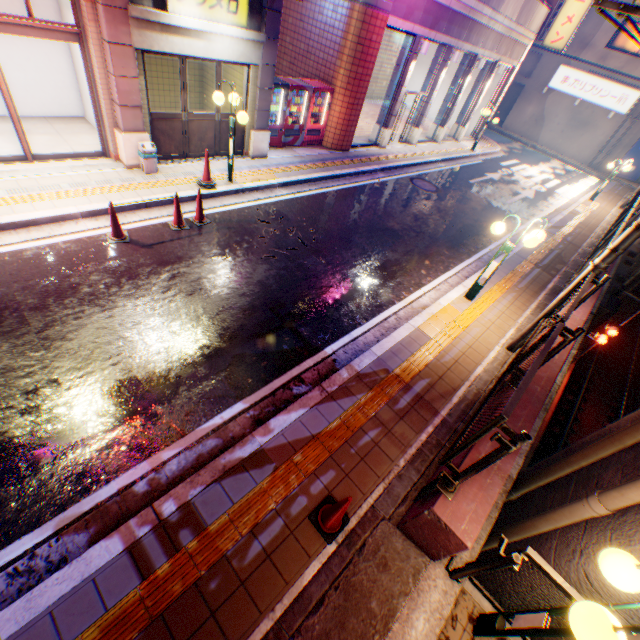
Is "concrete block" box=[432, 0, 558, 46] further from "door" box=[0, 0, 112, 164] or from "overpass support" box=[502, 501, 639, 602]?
"overpass support" box=[502, 501, 639, 602]

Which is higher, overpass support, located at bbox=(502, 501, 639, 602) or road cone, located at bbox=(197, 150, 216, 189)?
overpass support, located at bbox=(502, 501, 639, 602)

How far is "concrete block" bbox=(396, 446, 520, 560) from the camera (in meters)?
3.35

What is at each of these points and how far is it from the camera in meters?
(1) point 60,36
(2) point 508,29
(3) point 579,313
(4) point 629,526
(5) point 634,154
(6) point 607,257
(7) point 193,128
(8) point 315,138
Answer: (1) door, 6.7 m
(2) concrete block, 16.4 m
(3) concrete block, 7.1 m
(4) overpass support, 3.3 m
(5) billboard, 25.1 m
(6) electric pole, 5.4 m
(7) door, 9.3 m
(8) vending machine, 13.2 m

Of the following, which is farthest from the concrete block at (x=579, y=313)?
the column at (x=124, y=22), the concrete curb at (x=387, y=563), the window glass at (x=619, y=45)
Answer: the window glass at (x=619, y=45)

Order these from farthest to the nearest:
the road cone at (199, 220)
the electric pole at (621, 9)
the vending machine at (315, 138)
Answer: the vending machine at (315, 138)
the road cone at (199, 220)
the electric pole at (621, 9)

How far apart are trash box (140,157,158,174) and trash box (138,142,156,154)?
0.1 meters

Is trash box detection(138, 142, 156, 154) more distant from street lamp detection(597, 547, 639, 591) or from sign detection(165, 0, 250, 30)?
street lamp detection(597, 547, 639, 591)
